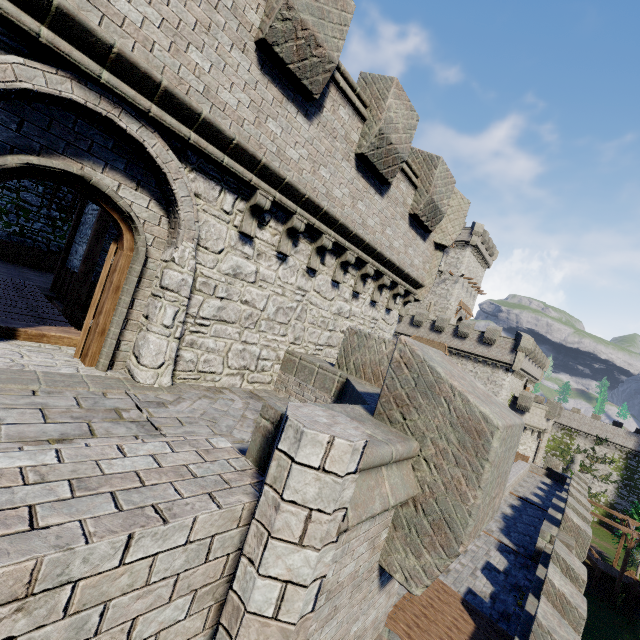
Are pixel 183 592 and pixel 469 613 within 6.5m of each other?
no

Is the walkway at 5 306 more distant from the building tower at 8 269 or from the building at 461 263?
the building at 461 263

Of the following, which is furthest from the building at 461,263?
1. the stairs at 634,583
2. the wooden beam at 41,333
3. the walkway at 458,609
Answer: the wooden beam at 41,333

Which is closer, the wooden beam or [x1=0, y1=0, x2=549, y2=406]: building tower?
[x1=0, y1=0, x2=549, y2=406]: building tower

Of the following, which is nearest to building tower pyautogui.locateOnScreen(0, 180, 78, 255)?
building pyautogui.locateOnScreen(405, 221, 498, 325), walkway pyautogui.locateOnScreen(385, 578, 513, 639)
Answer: walkway pyautogui.locateOnScreen(385, 578, 513, 639)

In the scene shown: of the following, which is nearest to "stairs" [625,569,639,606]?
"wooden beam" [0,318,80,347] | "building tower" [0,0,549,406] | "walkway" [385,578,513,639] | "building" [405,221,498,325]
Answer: "building" [405,221,498,325]

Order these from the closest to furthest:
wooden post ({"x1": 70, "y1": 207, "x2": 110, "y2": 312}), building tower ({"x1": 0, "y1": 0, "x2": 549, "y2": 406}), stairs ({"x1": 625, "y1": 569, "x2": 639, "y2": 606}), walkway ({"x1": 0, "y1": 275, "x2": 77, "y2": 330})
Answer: building tower ({"x1": 0, "y1": 0, "x2": 549, "y2": 406}), walkway ({"x1": 0, "y1": 275, "x2": 77, "y2": 330}), wooden post ({"x1": 70, "y1": 207, "x2": 110, "y2": 312}), stairs ({"x1": 625, "y1": 569, "x2": 639, "y2": 606})

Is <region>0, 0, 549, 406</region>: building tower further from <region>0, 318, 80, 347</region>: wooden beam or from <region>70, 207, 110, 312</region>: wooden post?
<region>70, 207, 110, 312</region>: wooden post
